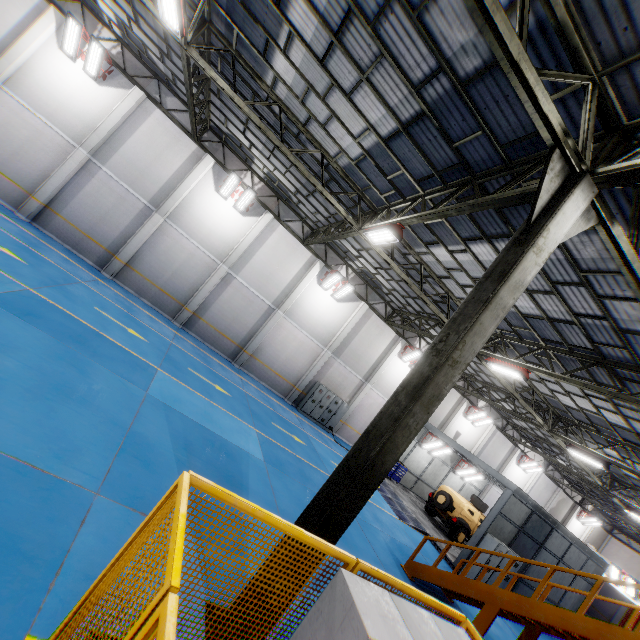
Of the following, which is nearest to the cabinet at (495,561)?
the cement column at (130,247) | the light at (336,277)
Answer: the light at (336,277)

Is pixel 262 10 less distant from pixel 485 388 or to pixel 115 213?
pixel 115 213

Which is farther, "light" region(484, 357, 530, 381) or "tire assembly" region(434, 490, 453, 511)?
"tire assembly" region(434, 490, 453, 511)

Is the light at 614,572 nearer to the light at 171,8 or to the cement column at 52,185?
the light at 171,8

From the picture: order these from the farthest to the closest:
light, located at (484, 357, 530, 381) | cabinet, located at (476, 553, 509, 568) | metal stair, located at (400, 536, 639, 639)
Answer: cabinet, located at (476, 553, 509, 568), light, located at (484, 357, 530, 381), metal stair, located at (400, 536, 639, 639)

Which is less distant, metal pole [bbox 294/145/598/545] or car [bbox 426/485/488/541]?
metal pole [bbox 294/145/598/545]

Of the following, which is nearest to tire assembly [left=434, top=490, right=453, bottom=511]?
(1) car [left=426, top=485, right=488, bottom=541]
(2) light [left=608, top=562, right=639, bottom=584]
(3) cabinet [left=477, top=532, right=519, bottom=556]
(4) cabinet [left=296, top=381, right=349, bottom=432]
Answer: (1) car [left=426, top=485, right=488, bottom=541]

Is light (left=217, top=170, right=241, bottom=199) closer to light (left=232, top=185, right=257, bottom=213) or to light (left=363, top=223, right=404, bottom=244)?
light (left=232, top=185, right=257, bottom=213)
